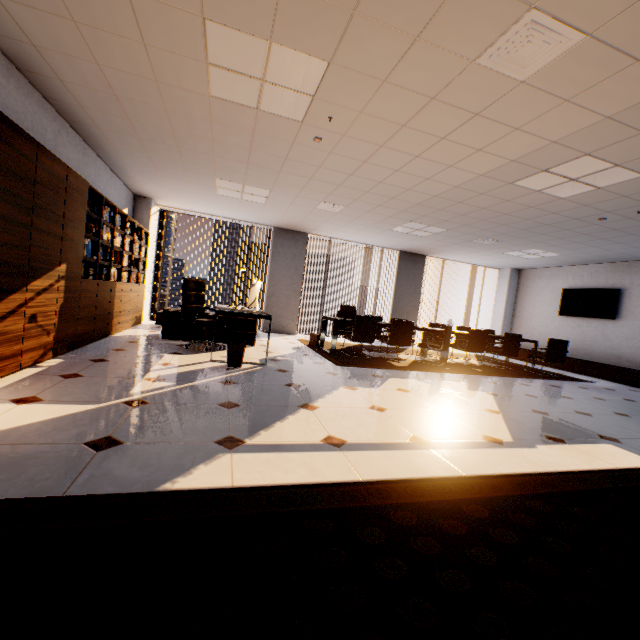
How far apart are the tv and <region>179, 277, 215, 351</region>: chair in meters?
9.4 m

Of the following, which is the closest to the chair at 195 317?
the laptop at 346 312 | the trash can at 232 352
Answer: the trash can at 232 352

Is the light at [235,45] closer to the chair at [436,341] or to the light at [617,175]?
the light at [617,175]

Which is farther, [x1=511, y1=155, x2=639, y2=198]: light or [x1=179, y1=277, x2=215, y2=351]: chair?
[x1=179, y1=277, x2=215, y2=351]: chair

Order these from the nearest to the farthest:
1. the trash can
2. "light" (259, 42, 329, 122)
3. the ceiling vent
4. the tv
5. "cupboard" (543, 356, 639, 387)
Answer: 1. the ceiling vent
2. "light" (259, 42, 329, 122)
3. the trash can
4. "cupboard" (543, 356, 639, 387)
5. the tv

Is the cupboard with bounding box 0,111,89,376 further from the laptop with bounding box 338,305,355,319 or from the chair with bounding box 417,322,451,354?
the chair with bounding box 417,322,451,354

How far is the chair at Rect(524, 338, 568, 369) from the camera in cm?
721

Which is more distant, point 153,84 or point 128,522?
point 153,84
